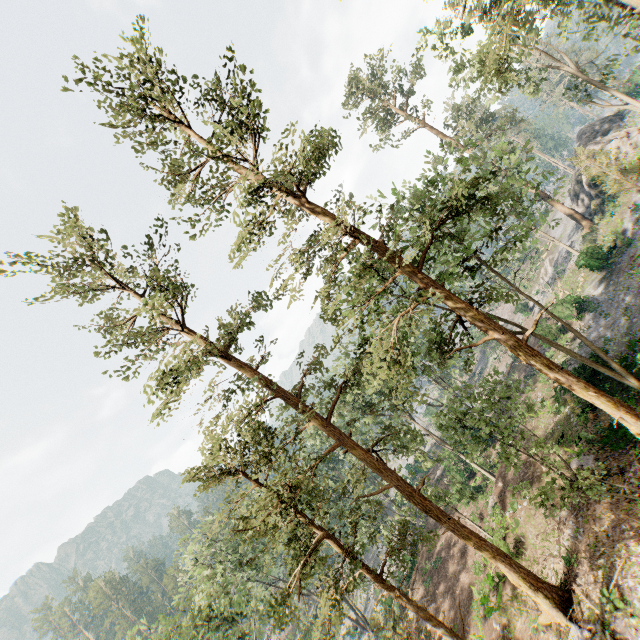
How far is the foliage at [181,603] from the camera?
25.2 meters

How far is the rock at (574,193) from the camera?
35.66m

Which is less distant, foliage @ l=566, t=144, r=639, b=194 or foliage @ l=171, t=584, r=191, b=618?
foliage @ l=171, t=584, r=191, b=618

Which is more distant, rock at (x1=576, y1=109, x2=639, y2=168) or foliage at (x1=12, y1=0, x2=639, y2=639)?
rock at (x1=576, y1=109, x2=639, y2=168)

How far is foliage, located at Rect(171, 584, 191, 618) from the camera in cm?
2522

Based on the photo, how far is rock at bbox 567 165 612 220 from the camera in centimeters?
3566cm

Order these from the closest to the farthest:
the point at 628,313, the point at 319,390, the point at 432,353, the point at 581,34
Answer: the point at 319,390 < the point at 432,353 < the point at 628,313 < the point at 581,34

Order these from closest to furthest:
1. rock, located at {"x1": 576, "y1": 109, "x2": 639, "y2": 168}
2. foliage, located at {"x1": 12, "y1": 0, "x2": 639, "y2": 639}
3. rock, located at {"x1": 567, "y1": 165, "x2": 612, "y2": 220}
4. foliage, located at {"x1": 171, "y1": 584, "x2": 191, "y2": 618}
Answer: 1. foliage, located at {"x1": 12, "y1": 0, "x2": 639, "y2": 639}
2. foliage, located at {"x1": 171, "y1": 584, "x2": 191, "y2": 618}
3. rock, located at {"x1": 576, "y1": 109, "x2": 639, "y2": 168}
4. rock, located at {"x1": 567, "y1": 165, "x2": 612, "y2": 220}
